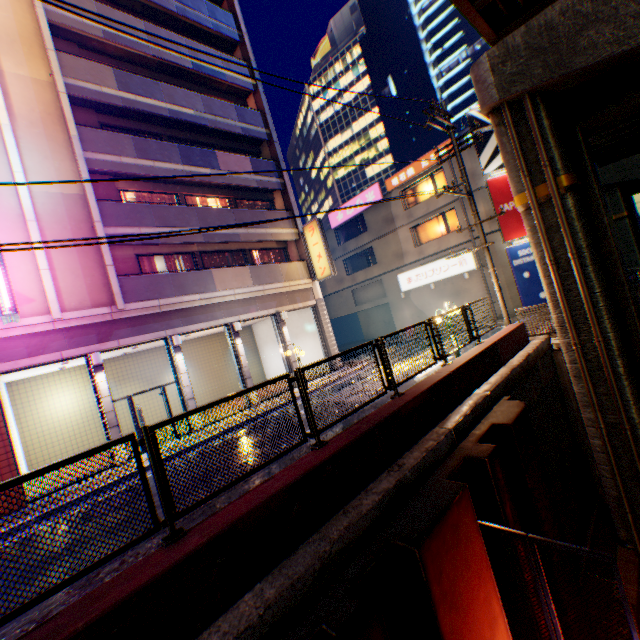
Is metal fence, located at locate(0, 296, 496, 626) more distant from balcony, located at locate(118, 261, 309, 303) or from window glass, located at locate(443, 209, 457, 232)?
window glass, located at locate(443, 209, 457, 232)

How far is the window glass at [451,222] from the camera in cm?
2311

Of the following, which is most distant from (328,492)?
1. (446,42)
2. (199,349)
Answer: (446,42)

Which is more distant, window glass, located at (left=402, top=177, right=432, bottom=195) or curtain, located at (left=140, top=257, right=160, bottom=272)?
window glass, located at (left=402, top=177, right=432, bottom=195)

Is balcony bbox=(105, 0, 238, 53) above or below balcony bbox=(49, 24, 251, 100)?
above

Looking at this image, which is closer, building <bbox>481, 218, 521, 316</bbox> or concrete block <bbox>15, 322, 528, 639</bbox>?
concrete block <bbox>15, 322, 528, 639</bbox>

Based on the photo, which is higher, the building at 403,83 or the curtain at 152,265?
the building at 403,83

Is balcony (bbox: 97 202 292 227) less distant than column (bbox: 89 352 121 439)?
No
